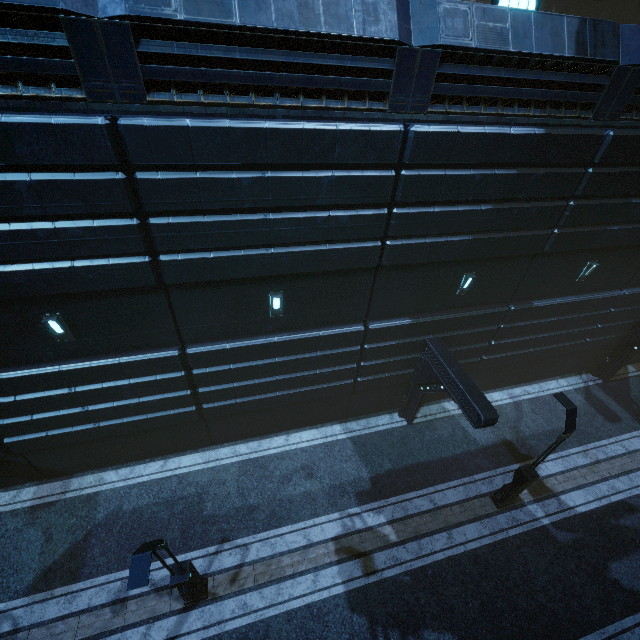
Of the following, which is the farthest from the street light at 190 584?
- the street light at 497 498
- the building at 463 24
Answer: the street light at 497 498

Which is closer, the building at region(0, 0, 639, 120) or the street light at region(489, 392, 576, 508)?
the building at region(0, 0, 639, 120)

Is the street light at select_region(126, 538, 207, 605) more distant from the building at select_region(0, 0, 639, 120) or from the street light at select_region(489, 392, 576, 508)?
the street light at select_region(489, 392, 576, 508)

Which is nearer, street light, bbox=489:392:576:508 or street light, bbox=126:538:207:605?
street light, bbox=126:538:207:605

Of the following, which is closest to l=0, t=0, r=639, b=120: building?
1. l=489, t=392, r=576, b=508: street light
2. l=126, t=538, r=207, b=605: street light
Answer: l=489, t=392, r=576, b=508: street light

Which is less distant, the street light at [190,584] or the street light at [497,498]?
the street light at [190,584]

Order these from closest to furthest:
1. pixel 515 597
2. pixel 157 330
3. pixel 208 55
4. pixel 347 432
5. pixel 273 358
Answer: pixel 208 55 → pixel 157 330 → pixel 515 597 → pixel 273 358 → pixel 347 432
